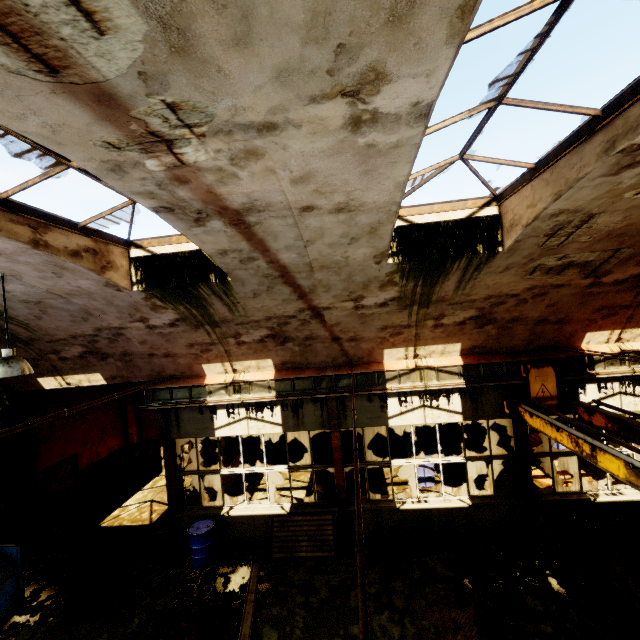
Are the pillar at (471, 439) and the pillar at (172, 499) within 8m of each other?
no

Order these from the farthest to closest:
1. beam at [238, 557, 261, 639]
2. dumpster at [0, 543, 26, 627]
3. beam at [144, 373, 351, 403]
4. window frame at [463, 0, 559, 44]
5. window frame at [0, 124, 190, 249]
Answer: beam at [144, 373, 351, 403], dumpster at [0, 543, 26, 627], beam at [238, 557, 261, 639], window frame at [0, 124, 190, 249], window frame at [463, 0, 559, 44]

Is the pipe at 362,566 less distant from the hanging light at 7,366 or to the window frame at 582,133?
the window frame at 582,133

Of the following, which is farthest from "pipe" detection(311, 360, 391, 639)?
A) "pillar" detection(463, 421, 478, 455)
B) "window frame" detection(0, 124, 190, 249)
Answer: "pillar" detection(463, 421, 478, 455)

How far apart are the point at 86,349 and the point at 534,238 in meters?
10.5

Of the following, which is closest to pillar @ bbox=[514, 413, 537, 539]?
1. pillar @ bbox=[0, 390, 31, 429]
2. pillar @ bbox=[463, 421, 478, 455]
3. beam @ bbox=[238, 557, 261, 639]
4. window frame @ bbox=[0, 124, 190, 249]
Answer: pillar @ bbox=[463, 421, 478, 455]

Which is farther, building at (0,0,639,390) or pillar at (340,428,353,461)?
pillar at (340,428,353,461)

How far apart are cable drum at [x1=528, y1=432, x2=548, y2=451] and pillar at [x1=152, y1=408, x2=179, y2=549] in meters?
11.7 m
